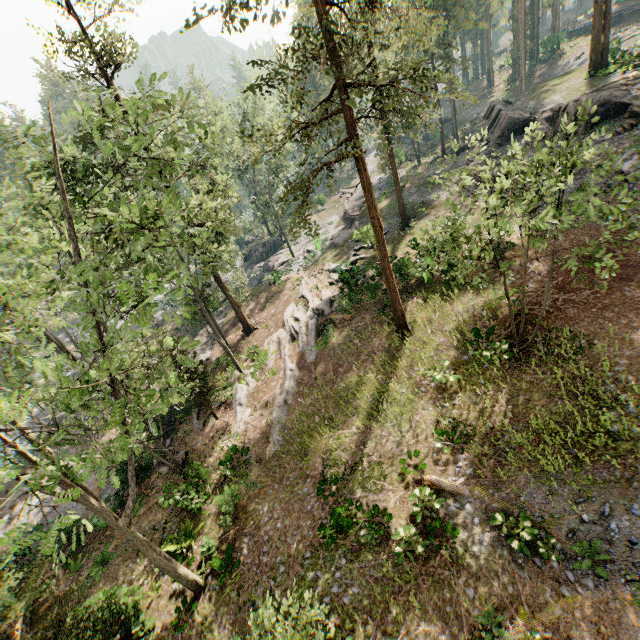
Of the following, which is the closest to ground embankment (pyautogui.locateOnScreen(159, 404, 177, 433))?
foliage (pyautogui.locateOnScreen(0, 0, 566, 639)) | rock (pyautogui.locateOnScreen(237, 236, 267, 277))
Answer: foliage (pyautogui.locateOnScreen(0, 0, 566, 639))

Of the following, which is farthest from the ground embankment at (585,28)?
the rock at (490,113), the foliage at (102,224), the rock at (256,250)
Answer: the rock at (256,250)

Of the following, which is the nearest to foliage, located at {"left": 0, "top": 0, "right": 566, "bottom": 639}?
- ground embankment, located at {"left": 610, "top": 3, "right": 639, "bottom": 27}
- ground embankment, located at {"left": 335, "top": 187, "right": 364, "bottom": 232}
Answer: ground embankment, located at {"left": 335, "top": 187, "right": 364, "bottom": 232}

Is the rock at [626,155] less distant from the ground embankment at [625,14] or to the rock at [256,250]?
the rock at [256,250]

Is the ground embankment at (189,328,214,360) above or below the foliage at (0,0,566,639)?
below

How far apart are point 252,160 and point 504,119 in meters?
27.0 m

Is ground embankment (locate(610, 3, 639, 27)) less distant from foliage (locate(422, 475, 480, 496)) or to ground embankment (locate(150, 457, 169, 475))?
foliage (locate(422, 475, 480, 496))

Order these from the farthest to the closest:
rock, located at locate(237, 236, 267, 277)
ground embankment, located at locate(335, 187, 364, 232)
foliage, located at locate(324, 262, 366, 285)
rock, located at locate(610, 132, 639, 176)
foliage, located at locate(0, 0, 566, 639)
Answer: rock, located at locate(237, 236, 267, 277) < ground embankment, located at locate(335, 187, 364, 232) < foliage, located at locate(324, 262, 366, 285) < rock, located at locate(610, 132, 639, 176) < foliage, located at locate(0, 0, 566, 639)
